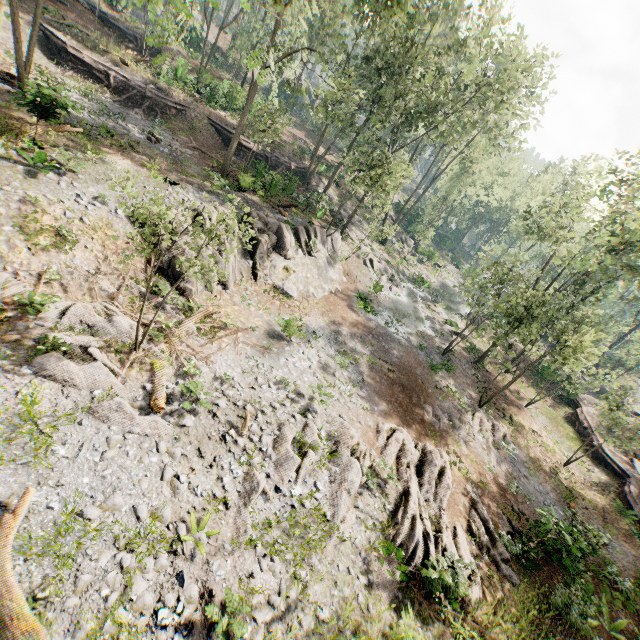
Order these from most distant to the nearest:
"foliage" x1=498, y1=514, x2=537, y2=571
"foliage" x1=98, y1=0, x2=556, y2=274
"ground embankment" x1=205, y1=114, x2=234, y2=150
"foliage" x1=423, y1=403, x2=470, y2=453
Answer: "ground embankment" x1=205, y1=114, x2=234, y2=150 → "foliage" x1=98, y1=0, x2=556, y2=274 → "foliage" x1=423, y1=403, x2=470, y2=453 → "foliage" x1=498, y1=514, x2=537, y2=571

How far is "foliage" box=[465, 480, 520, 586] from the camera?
12.73m

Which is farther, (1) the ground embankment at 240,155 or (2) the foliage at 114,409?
(1) the ground embankment at 240,155

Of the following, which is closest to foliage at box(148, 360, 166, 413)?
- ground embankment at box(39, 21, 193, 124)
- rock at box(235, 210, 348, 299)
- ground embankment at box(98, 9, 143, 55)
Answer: rock at box(235, 210, 348, 299)

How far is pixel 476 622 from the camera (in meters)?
10.55

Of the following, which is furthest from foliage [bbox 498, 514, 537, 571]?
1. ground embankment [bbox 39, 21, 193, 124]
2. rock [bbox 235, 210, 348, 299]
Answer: ground embankment [bbox 39, 21, 193, 124]

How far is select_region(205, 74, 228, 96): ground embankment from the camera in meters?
32.2 m

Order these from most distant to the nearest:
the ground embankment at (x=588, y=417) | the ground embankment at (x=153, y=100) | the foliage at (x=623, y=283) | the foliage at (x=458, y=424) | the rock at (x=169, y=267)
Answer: the ground embankment at (x=588, y=417) → the ground embankment at (x=153, y=100) → the foliage at (x=623, y=283) → the foliage at (x=458, y=424) → the rock at (x=169, y=267)
